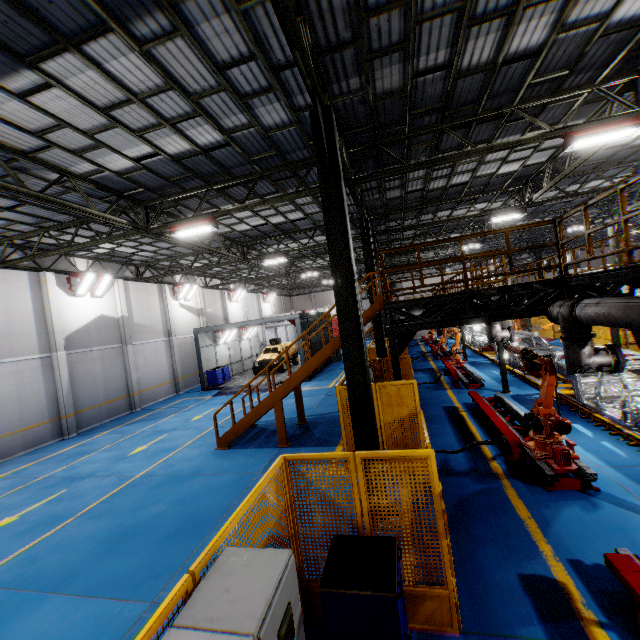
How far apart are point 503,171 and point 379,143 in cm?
736

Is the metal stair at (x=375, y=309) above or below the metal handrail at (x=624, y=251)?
below

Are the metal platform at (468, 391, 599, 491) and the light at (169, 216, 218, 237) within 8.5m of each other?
no

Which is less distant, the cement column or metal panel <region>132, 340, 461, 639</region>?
metal panel <region>132, 340, 461, 639</region>

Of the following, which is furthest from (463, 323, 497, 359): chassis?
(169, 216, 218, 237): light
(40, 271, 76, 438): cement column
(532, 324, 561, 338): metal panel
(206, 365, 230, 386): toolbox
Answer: (40, 271, 76, 438): cement column

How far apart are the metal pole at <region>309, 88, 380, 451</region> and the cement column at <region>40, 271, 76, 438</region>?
15.3m

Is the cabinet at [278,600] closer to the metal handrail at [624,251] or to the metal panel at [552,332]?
the metal panel at [552,332]

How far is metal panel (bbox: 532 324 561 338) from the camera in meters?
24.5 m
